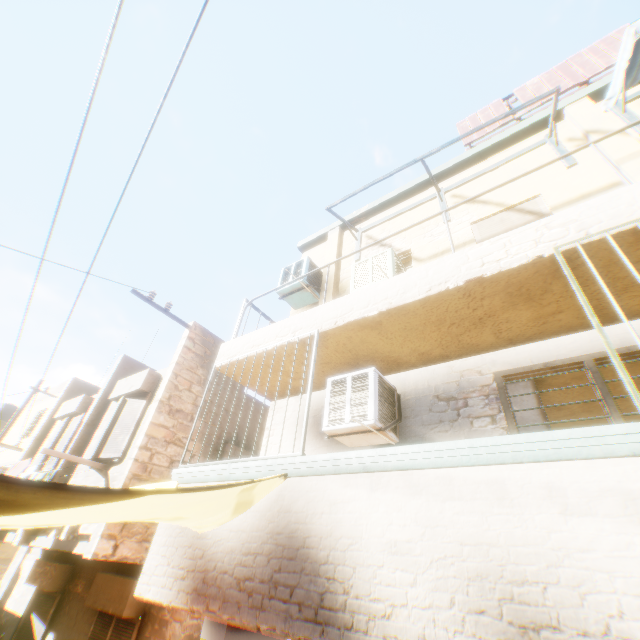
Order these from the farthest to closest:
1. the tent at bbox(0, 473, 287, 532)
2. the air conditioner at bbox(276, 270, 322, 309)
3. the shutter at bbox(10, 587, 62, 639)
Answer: the shutter at bbox(10, 587, 62, 639)
the air conditioner at bbox(276, 270, 322, 309)
the tent at bbox(0, 473, 287, 532)

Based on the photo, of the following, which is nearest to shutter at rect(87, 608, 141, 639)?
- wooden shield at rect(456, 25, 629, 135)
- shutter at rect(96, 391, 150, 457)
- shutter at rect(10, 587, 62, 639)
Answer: shutter at rect(10, 587, 62, 639)

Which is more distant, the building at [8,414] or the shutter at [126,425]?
the building at [8,414]

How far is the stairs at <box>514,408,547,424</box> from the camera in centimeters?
497cm

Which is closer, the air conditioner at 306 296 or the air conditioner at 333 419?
the air conditioner at 333 419

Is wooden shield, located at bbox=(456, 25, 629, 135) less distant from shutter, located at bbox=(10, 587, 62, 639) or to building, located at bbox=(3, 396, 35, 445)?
building, located at bbox=(3, 396, 35, 445)

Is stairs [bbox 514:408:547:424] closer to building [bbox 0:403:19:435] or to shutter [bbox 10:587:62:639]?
building [bbox 0:403:19:435]

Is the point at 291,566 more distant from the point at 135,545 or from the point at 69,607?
the point at 69,607
